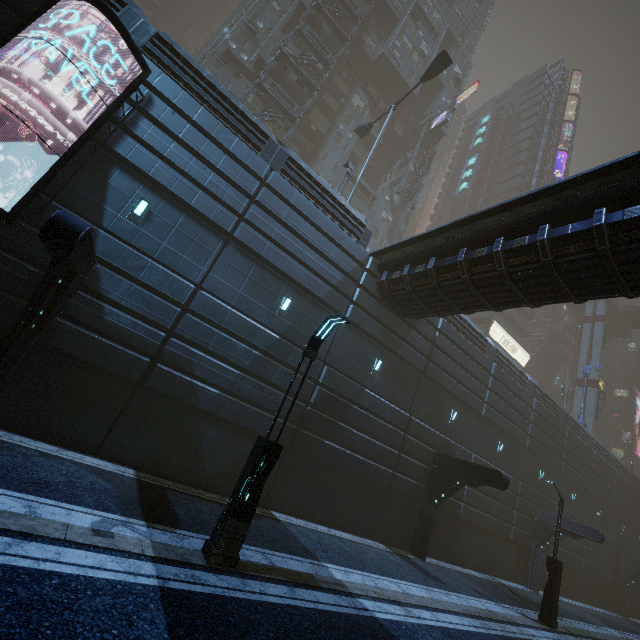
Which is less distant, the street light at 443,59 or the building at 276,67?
the street light at 443,59

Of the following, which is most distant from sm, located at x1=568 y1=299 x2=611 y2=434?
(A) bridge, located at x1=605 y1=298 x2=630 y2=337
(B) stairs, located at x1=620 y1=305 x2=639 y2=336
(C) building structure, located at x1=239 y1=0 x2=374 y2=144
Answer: (C) building structure, located at x1=239 y1=0 x2=374 y2=144

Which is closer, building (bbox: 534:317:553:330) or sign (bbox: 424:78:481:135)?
sign (bbox: 424:78:481:135)

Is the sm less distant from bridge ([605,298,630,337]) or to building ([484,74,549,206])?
building ([484,74,549,206])

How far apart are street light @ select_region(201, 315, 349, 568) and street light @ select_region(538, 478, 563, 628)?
14.9 meters

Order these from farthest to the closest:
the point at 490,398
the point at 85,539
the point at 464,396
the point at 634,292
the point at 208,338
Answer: the point at 490,398 < the point at 464,396 < the point at 208,338 < the point at 634,292 < the point at 85,539

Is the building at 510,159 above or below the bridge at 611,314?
above

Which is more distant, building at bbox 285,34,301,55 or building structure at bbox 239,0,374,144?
building at bbox 285,34,301,55
